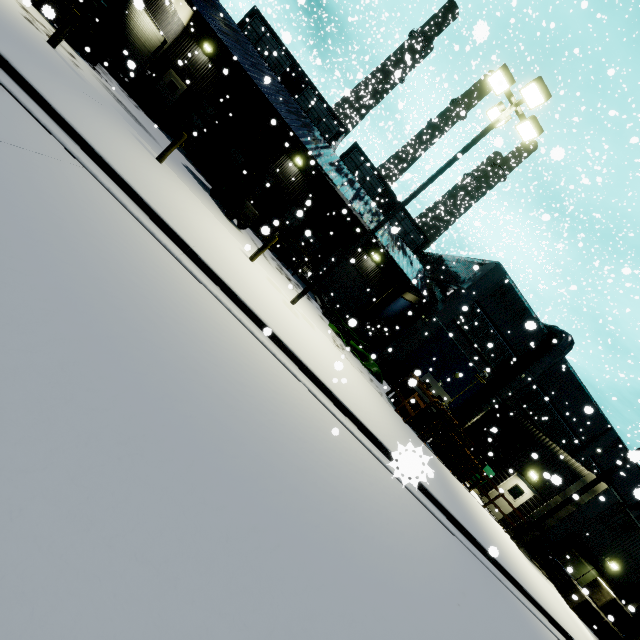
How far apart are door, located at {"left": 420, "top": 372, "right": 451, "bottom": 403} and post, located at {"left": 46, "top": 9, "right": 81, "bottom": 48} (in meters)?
22.01

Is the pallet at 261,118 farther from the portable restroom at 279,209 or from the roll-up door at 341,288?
the roll-up door at 341,288

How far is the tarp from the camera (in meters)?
16.98

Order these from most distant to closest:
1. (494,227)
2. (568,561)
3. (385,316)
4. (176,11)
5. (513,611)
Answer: (494,227)
(385,316)
(176,11)
(568,561)
(513,611)

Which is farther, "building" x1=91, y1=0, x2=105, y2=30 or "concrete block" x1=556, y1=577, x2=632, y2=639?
"building" x1=91, y1=0, x2=105, y2=30

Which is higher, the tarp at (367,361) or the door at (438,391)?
the door at (438,391)

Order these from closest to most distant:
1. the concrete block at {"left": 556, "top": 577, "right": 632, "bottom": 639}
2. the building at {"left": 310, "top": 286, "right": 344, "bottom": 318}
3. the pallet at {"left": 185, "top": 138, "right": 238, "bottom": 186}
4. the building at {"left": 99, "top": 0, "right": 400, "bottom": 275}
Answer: the concrete block at {"left": 556, "top": 577, "right": 632, "bottom": 639} → the building at {"left": 99, "top": 0, "right": 400, "bottom": 275} → the pallet at {"left": 185, "top": 138, "right": 238, "bottom": 186} → the building at {"left": 310, "top": 286, "right": 344, "bottom": 318}

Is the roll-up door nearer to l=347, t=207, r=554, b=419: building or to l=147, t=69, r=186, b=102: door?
l=347, t=207, r=554, b=419: building
